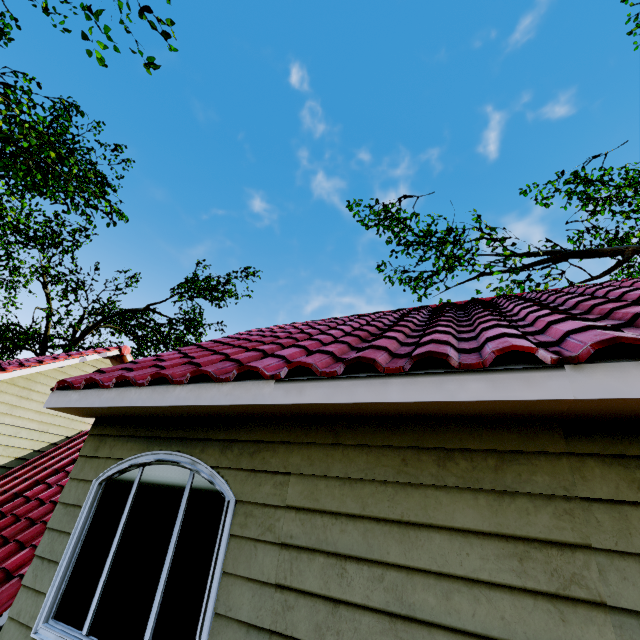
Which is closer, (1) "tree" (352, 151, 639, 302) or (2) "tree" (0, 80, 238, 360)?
(2) "tree" (0, 80, 238, 360)

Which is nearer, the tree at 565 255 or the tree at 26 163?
the tree at 26 163

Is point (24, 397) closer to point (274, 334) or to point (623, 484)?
point (274, 334)
